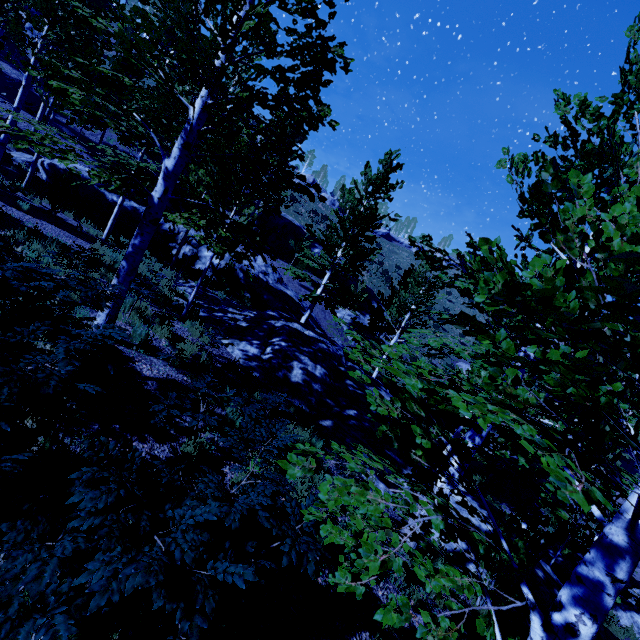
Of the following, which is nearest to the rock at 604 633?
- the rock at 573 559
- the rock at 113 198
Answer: the rock at 113 198

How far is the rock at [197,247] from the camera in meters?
20.5 m

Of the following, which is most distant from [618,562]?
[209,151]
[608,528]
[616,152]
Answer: [209,151]

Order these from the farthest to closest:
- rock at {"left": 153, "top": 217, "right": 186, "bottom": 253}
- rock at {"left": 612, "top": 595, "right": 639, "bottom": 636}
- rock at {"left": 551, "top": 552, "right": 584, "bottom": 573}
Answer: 1. rock at {"left": 153, "top": 217, "right": 186, "bottom": 253}
2. rock at {"left": 551, "top": 552, "right": 584, "bottom": 573}
3. rock at {"left": 612, "top": 595, "right": 639, "bottom": 636}

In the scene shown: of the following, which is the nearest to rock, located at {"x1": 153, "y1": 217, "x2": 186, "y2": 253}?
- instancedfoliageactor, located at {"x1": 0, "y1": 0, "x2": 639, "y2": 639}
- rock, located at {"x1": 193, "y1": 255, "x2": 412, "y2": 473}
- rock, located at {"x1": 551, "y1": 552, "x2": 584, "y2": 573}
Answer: instancedfoliageactor, located at {"x1": 0, "y1": 0, "x2": 639, "y2": 639}

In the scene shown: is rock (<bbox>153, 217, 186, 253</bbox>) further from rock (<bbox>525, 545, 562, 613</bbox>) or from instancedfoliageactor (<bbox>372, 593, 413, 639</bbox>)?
rock (<bbox>525, 545, 562, 613</bbox>)

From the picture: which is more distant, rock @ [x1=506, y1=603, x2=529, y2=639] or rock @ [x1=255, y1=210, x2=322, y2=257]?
rock @ [x1=255, y1=210, x2=322, y2=257]
